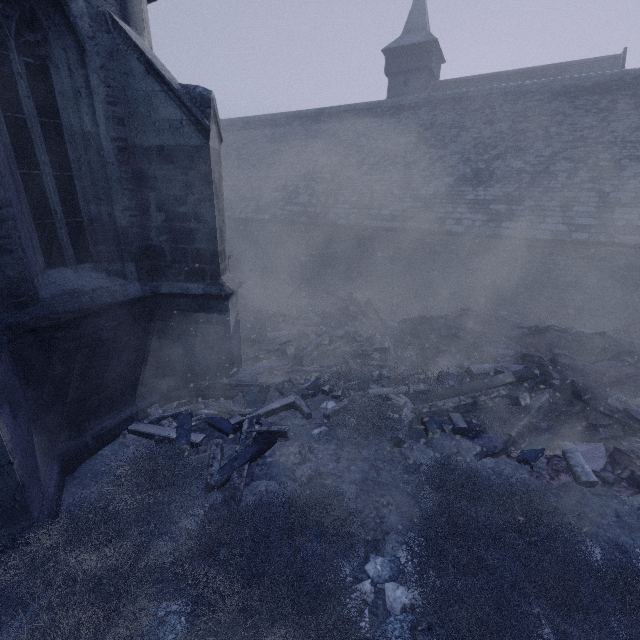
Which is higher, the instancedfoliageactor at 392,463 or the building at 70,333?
the building at 70,333

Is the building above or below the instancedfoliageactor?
above

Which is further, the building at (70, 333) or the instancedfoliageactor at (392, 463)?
the building at (70, 333)

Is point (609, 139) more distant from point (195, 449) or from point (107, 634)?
point (107, 634)

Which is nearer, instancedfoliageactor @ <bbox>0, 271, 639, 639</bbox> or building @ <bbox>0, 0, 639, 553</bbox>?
instancedfoliageactor @ <bbox>0, 271, 639, 639</bbox>
